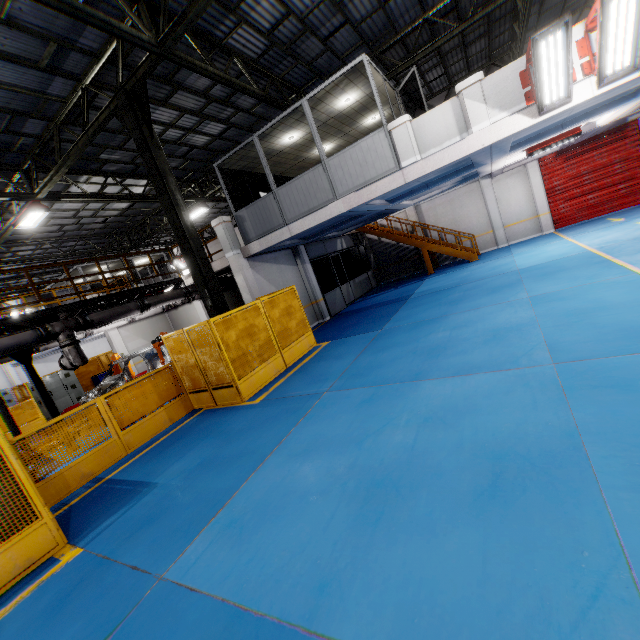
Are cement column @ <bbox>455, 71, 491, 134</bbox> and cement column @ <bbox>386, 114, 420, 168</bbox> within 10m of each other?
yes

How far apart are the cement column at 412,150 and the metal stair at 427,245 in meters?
9.4

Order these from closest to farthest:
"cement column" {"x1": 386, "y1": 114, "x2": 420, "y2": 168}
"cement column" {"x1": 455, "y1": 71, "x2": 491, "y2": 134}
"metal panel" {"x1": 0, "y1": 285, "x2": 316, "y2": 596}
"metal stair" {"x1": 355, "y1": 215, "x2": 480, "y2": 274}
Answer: "metal panel" {"x1": 0, "y1": 285, "x2": 316, "y2": 596}
"cement column" {"x1": 455, "y1": 71, "x2": 491, "y2": 134}
"cement column" {"x1": 386, "y1": 114, "x2": 420, "y2": 168}
"metal stair" {"x1": 355, "y1": 215, "x2": 480, "y2": 274}

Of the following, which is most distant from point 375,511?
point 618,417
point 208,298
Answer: point 208,298

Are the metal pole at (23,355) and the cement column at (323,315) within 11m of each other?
yes

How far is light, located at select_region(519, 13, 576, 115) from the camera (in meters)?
5.79

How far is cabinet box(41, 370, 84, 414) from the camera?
16.30m

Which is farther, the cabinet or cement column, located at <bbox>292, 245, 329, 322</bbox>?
the cabinet
